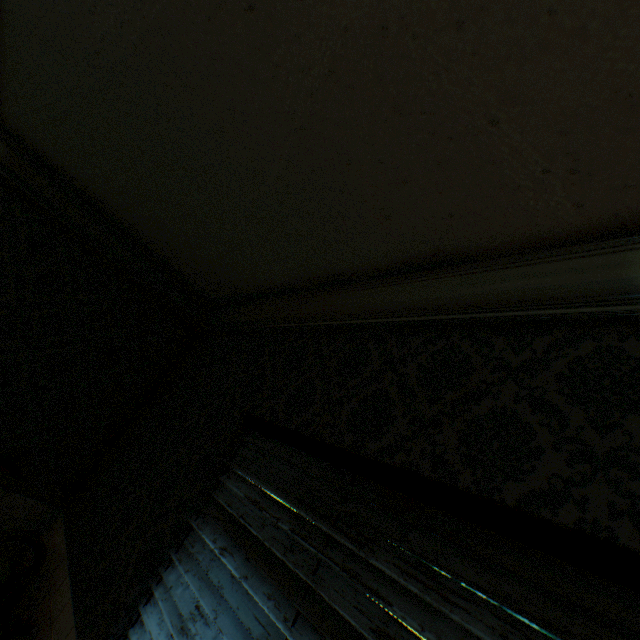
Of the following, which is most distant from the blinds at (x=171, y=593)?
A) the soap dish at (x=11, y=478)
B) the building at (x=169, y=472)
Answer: the soap dish at (x=11, y=478)

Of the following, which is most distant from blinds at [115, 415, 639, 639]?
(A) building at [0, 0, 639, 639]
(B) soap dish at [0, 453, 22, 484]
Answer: (B) soap dish at [0, 453, 22, 484]

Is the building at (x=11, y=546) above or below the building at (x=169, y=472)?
below

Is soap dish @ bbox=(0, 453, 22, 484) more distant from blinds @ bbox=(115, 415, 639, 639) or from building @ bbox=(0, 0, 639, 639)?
blinds @ bbox=(115, 415, 639, 639)

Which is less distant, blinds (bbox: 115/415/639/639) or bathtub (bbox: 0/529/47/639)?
blinds (bbox: 115/415/639/639)

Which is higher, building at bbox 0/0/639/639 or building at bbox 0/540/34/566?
building at bbox 0/0/639/639

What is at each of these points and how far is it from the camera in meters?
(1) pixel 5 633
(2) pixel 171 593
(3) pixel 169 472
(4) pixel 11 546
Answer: (1) bathtub, 1.6 m
(2) blinds, 1.4 m
(3) building, 1.9 m
(4) building, 2.3 m

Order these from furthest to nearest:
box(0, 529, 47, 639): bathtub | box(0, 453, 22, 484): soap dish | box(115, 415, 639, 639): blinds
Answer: box(0, 453, 22, 484): soap dish
box(0, 529, 47, 639): bathtub
box(115, 415, 639, 639): blinds
